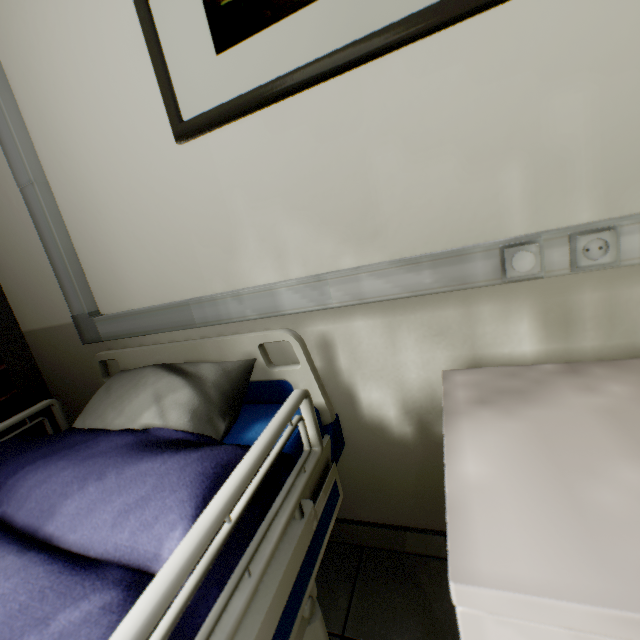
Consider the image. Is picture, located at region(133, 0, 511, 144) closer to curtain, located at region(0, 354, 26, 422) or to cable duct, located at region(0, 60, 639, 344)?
cable duct, located at region(0, 60, 639, 344)

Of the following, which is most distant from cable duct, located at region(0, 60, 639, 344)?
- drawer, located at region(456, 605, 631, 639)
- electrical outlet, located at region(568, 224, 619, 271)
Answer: drawer, located at region(456, 605, 631, 639)

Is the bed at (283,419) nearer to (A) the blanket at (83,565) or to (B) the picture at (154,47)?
(A) the blanket at (83,565)

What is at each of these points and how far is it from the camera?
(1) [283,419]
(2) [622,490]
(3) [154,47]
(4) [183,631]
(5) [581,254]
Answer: (1) bed, 0.7 meters
(2) nightstand, 0.4 meters
(3) picture, 0.9 meters
(4) blanket, 0.5 meters
(5) electrical outlet, 0.7 meters

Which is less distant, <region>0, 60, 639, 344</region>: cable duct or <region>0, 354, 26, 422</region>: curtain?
<region>0, 60, 639, 344</region>: cable duct

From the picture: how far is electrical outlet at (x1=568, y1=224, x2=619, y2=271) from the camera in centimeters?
64cm

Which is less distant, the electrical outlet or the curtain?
the electrical outlet

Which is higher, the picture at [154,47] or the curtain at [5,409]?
the picture at [154,47]
